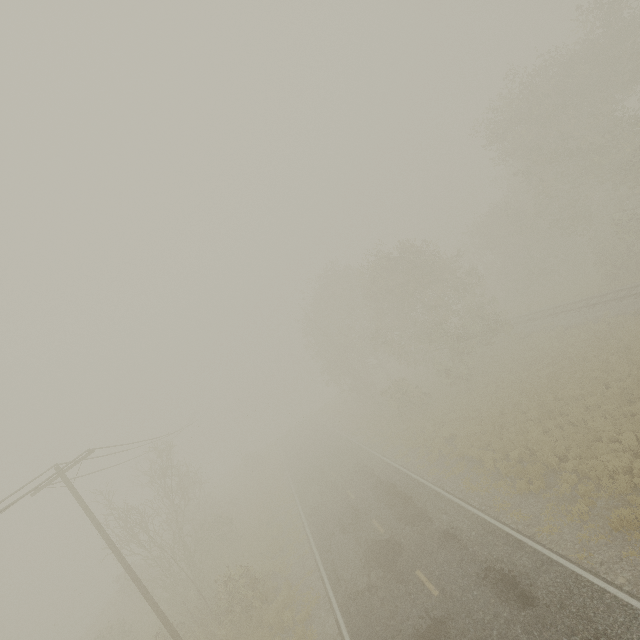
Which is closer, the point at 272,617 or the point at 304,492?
the point at 272,617
